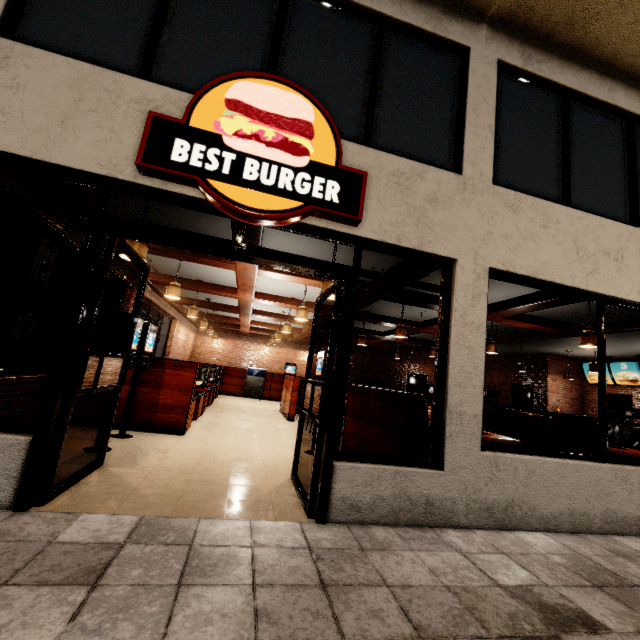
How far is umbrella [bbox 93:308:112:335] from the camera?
8.3 meters

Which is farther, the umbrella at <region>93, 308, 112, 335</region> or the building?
the umbrella at <region>93, 308, 112, 335</region>

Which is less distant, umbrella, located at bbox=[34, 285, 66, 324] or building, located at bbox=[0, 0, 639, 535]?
building, located at bbox=[0, 0, 639, 535]

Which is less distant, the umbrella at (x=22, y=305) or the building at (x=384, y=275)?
the building at (x=384, y=275)

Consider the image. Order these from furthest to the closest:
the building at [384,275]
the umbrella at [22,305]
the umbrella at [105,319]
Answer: the umbrella at [105,319]
the umbrella at [22,305]
the building at [384,275]

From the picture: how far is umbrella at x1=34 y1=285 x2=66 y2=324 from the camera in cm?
562

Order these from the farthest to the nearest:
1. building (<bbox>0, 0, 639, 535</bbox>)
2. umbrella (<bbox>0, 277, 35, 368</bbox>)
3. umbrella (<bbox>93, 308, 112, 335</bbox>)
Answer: umbrella (<bbox>93, 308, 112, 335</bbox>) < umbrella (<bbox>0, 277, 35, 368</bbox>) < building (<bbox>0, 0, 639, 535</bbox>)

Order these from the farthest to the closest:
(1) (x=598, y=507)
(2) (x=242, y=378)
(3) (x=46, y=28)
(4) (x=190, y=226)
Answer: (2) (x=242, y=378) < (4) (x=190, y=226) < (1) (x=598, y=507) < (3) (x=46, y=28)
